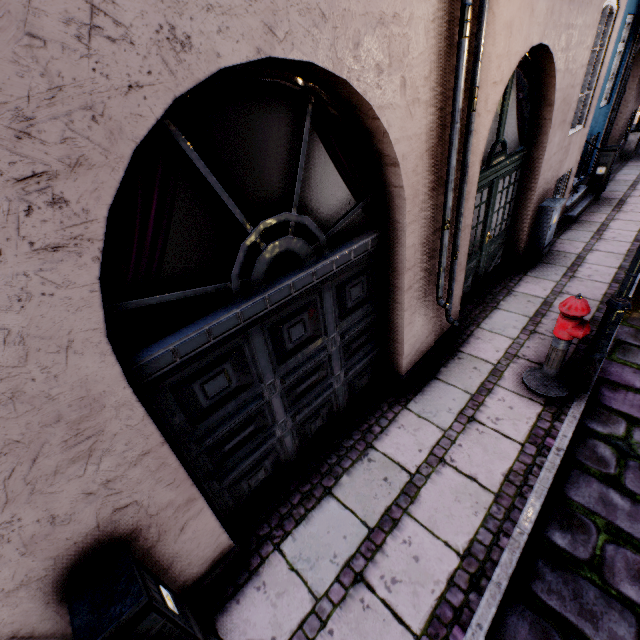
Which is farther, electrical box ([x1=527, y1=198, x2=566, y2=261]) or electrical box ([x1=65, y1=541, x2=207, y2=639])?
electrical box ([x1=527, y1=198, x2=566, y2=261])

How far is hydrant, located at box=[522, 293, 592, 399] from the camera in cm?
320

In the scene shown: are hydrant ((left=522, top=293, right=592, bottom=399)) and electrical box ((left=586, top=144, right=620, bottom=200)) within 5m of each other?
no

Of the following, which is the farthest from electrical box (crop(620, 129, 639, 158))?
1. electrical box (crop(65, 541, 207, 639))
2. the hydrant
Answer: electrical box (crop(65, 541, 207, 639))

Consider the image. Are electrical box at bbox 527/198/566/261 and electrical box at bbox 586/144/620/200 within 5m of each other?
yes

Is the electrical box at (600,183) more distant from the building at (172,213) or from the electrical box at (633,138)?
the electrical box at (633,138)

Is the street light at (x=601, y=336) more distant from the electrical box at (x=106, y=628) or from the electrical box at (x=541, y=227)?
the electrical box at (x=106, y=628)

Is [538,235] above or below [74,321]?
below
